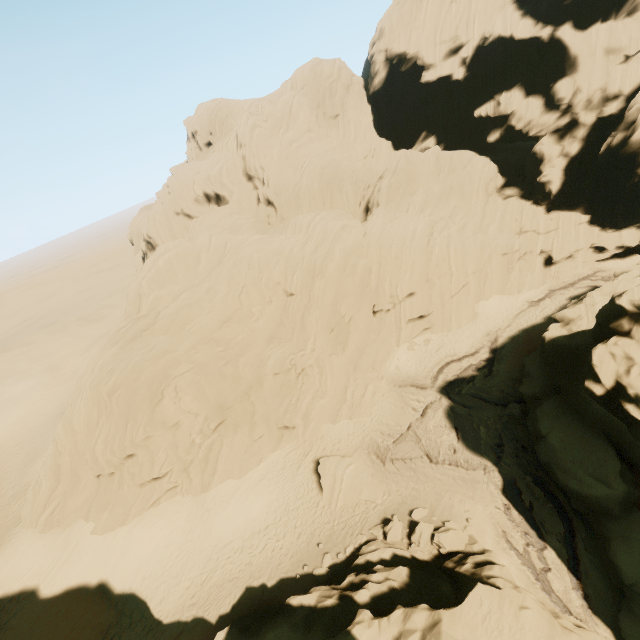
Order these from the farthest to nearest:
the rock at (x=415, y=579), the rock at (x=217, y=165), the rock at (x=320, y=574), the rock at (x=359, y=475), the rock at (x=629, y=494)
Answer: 1. the rock at (x=217, y=165)
2. the rock at (x=359, y=475)
3. the rock at (x=320, y=574)
4. the rock at (x=629, y=494)
5. the rock at (x=415, y=579)

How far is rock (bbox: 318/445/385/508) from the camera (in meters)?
21.47

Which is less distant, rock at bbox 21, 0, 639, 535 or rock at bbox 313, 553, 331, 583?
rock at bbox 313, 553, 331, 583

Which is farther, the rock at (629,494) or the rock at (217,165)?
the rock at (217,165)

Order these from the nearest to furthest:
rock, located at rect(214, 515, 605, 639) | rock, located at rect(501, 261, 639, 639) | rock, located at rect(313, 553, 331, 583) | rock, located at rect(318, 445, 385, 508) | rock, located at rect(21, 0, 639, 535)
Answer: rock, located at rect(214, 515, 605, 639) → rock, located at rect(501, 261, 639, 639) → rock, located at rect(313, 553, 331, 583) → rock, located at rect(318, 445, 385, 508) → rock, located at rect(21, 0, 639, 535)

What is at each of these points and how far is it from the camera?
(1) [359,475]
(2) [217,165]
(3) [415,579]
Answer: (1) rock, 22.0 meters
(2) rock, 42.5 meters
(3) rock, 13.9 meters
